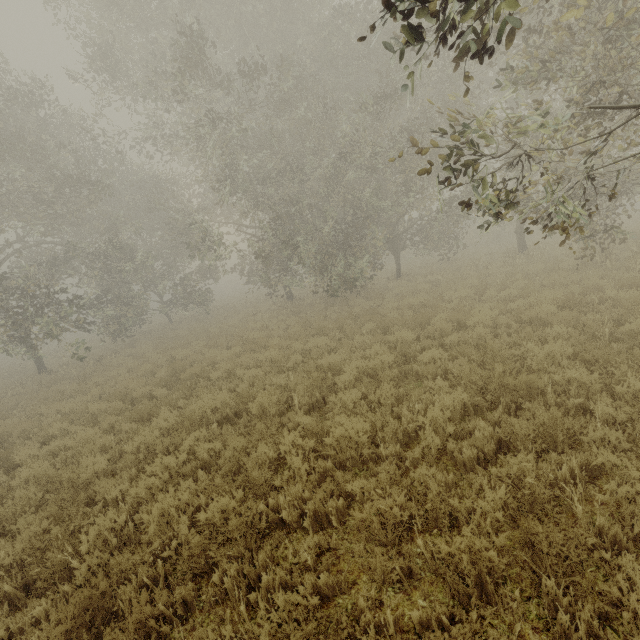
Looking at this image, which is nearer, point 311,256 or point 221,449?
point 221,449
